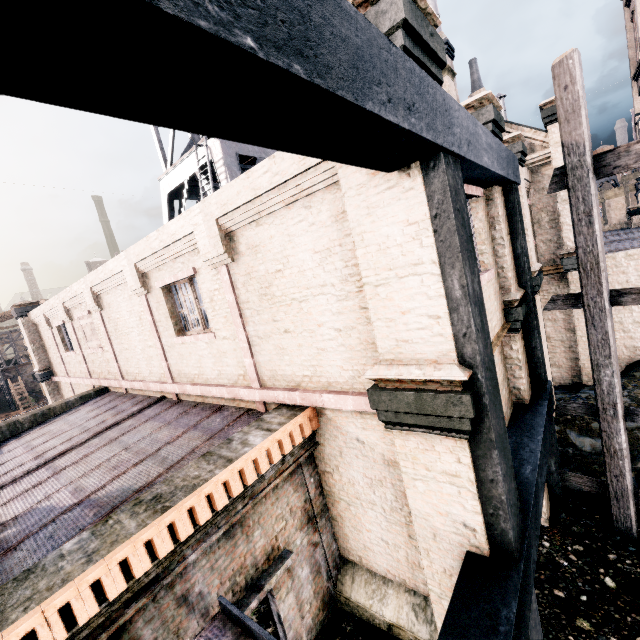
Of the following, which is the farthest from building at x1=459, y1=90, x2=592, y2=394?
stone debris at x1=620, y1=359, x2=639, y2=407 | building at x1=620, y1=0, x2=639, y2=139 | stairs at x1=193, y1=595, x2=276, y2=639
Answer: building at x1=620, y1=0, x2=639, y2=139

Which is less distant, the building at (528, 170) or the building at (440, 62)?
the building at (440, 62)

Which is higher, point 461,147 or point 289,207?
point 289,207

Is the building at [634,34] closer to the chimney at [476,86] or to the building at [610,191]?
the building at [610,191]

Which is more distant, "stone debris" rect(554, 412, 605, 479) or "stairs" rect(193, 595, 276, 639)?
"stone debris" rect(554, 412, 605, 479)

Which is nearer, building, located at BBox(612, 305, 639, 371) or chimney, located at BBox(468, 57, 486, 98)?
building, located at BBox(612, 305, 639, 371)

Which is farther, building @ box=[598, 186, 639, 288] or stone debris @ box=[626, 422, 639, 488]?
building @ box=[598, 186, 639, 288]
